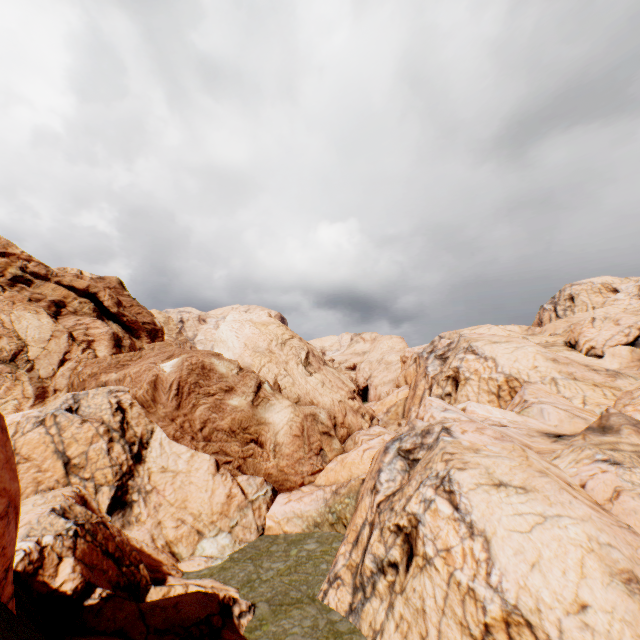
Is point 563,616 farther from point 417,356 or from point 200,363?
point 417,356
